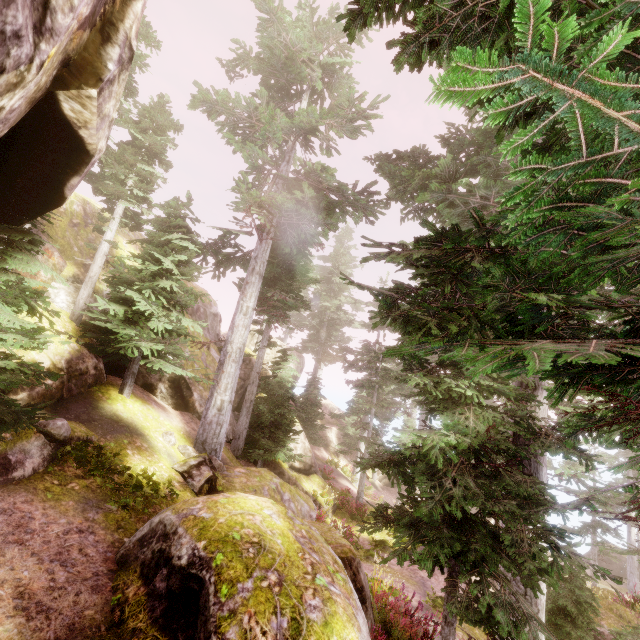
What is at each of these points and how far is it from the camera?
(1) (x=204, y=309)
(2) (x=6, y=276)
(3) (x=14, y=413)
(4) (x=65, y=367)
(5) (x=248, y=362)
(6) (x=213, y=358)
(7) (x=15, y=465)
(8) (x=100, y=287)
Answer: (1) rock, 21.1 meters
(2) instancedfoliageactor, 5.7 meters
(3) instancedfoliageactor, 6.1 meters
(4) rock, 9.7 meters
(5) rock, 22.0 meters
(6) rock, 19.5 meters
(7) rock, 6.4 meters
(8) rock, 13.6 meters

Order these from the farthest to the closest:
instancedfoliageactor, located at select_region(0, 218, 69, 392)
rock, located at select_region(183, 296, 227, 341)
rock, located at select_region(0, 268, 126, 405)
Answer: rock, located at select_region(183, 296, 227, 341) → rock, located at select_region(0, 268, 126, 405) → instancedfoliageactor, located at select_region(0, 218, 69, 392)

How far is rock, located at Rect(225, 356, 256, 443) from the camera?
17.2m

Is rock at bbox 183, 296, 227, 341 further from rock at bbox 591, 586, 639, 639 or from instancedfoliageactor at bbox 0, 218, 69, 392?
rock at bbox 591, 586, 639, 639

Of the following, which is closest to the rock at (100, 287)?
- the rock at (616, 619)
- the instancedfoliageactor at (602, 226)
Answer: the instancedfoliageactor at (602, 226)

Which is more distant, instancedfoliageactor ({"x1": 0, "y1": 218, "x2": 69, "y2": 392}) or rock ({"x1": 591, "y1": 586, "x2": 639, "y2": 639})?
rock ({"x1": 591, "y1": 586, "x2": 639, "y2": 639})

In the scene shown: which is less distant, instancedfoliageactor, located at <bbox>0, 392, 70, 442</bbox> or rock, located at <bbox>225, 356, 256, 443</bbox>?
instancedfoliageactor, located at <bbox>0, 392, 70, 442</bbox>
